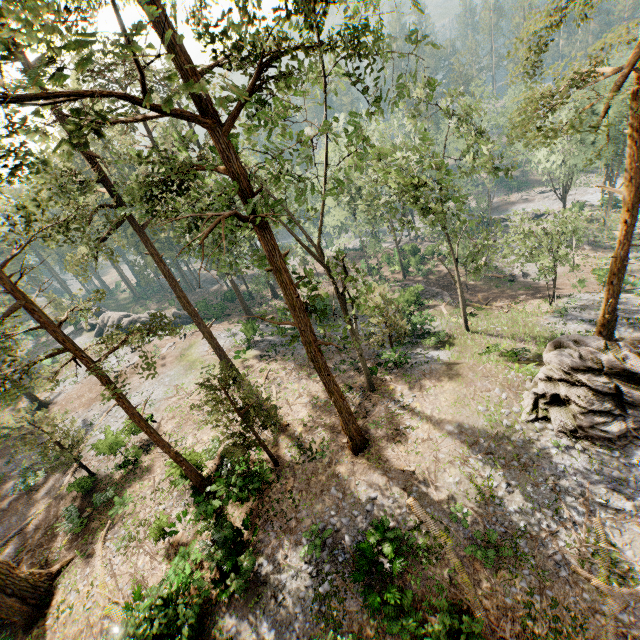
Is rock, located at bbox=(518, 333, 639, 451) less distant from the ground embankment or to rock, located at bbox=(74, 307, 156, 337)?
the ground embankment

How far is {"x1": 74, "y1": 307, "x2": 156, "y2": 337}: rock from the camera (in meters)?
45.53

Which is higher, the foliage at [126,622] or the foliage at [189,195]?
the foliage at [189,195]

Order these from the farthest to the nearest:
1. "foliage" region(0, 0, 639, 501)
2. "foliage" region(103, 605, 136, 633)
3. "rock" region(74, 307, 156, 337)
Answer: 1. "rock" region(74, 307, 156, 337)
2. "foliage" region(103, 605, 136, 633)
3. "foliage" region(0, 0, 639, 501)

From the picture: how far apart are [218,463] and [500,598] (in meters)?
15.88

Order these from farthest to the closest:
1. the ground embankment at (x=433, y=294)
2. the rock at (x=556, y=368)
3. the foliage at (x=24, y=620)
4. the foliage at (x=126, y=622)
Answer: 1. the ground embankment at (x=433, y=294)
2. the foliage at (x=24, y=620)
3. the rock at (x=556, y=368)
4. the foliage at (x=126, y=622)

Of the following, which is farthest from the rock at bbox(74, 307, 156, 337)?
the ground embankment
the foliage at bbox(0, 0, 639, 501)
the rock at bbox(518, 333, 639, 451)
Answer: the rock at bbox(518, 333, 639, 451)
